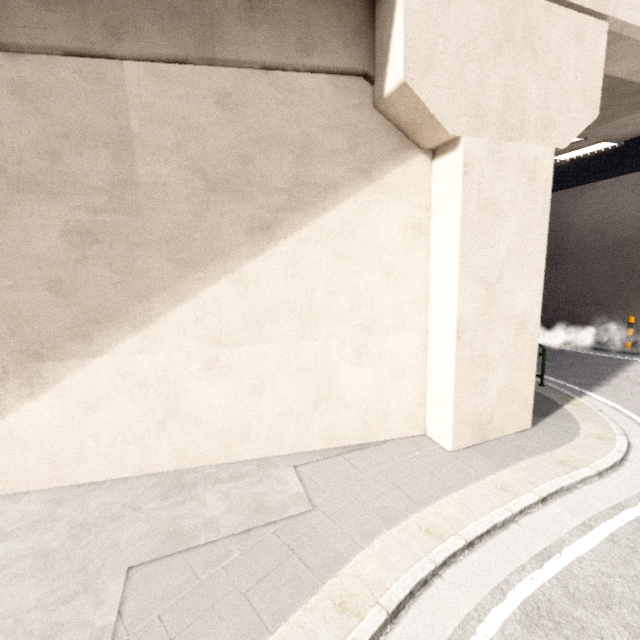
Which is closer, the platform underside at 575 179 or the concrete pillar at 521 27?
the concrete pillar at 521 27

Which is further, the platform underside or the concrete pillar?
the platform underside

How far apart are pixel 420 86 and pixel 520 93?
1.8m
